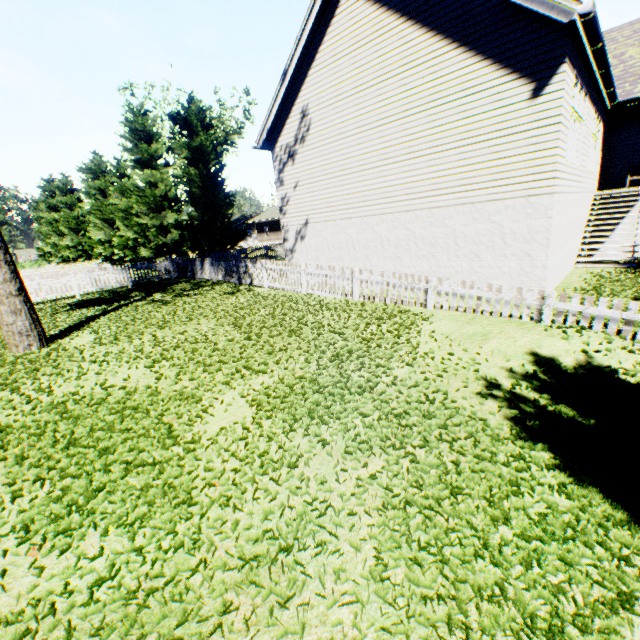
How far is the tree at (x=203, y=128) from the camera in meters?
23.4 m

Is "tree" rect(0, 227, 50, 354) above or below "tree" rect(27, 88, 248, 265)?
below

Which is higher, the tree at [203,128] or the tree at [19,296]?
the tree at [203,128]

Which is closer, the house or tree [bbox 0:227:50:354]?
tree [bbox 0:227:50:354]

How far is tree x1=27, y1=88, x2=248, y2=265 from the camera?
23.4m

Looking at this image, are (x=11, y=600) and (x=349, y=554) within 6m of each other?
yes

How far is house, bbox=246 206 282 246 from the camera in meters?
49.0

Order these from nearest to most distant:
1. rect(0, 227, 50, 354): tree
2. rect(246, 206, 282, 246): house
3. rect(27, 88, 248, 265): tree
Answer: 1. rect(0, 227, 50, 354): tree
2. rect(27, 88, 248, 265): tree
3. rect(246, 206, 282, 246): house
